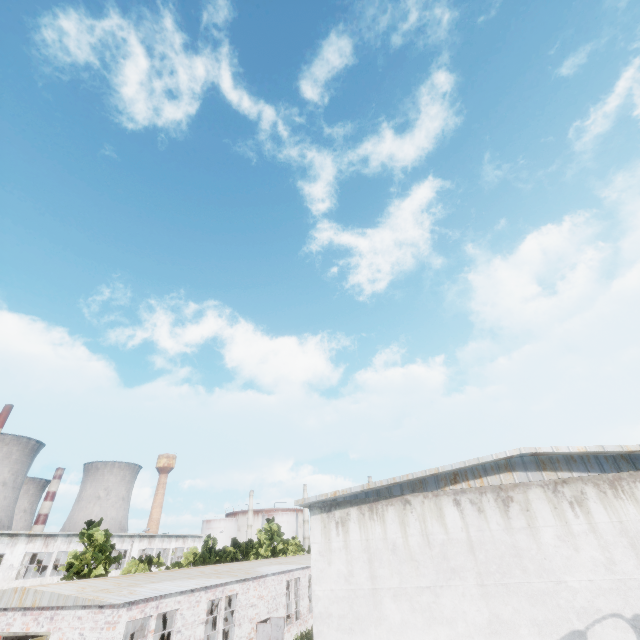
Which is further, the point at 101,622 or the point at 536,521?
the point at 101,622
